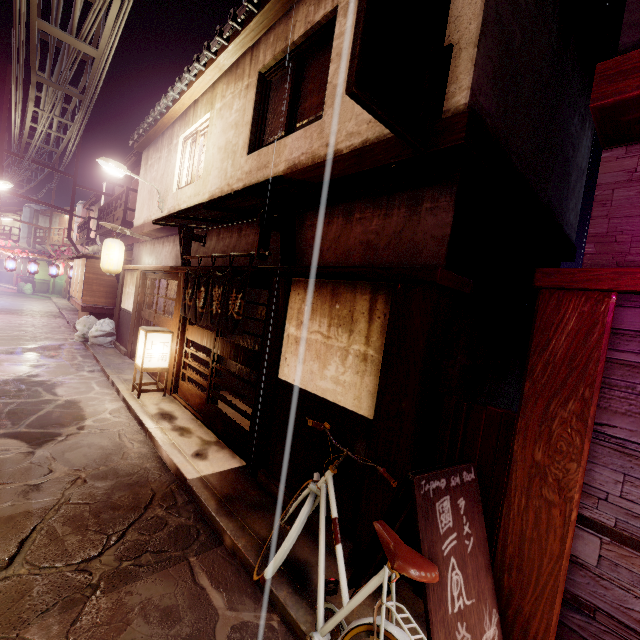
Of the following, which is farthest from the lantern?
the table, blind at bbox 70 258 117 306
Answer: the table

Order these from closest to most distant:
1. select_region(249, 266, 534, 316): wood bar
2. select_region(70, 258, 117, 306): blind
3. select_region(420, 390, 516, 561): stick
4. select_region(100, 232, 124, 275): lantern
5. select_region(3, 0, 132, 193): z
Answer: select_region(420, 390, 516, 561): stick → select_region(249, 266, 534, 316): wood bar → select_region(3, 0, 132, 193): z → select_region(100, 232, 124, 275): lantern → select_region(70, 258, 117, 306): blind

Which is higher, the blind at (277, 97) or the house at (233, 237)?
the blind at (277, 97)

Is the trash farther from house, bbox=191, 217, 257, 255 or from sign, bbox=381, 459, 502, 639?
sign, bbox=381, 459, 502, 639

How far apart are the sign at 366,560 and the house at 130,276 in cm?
1906

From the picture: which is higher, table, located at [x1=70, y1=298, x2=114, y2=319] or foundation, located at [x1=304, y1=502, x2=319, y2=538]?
Answer: table, located at [x1=70, y1=298, x2=114, y2=319]

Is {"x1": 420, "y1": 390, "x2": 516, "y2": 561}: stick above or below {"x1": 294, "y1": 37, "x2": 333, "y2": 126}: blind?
below

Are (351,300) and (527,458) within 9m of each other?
yes
